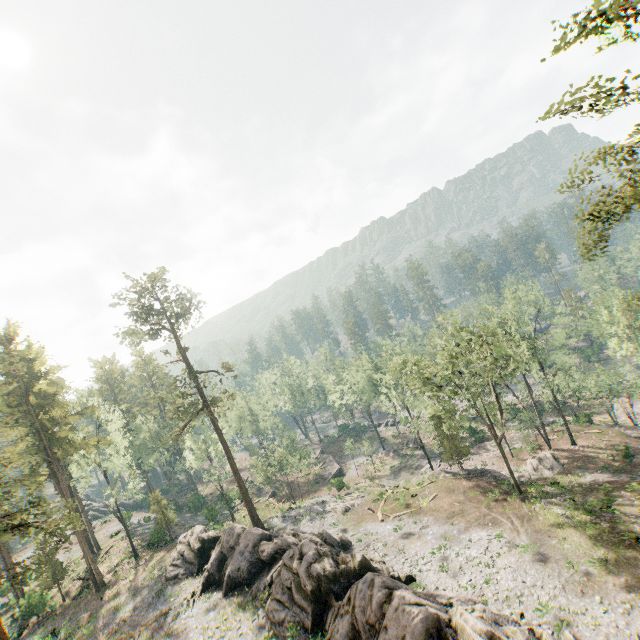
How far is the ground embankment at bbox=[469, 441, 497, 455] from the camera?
46.6m

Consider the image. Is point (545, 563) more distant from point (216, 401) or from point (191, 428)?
point (191, 428)

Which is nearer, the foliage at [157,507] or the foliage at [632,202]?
the foliage at [632,202]

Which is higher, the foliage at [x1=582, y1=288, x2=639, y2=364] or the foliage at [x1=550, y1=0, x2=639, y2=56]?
the foliage at [x1=550, y1=0, x2=639, y2=56]

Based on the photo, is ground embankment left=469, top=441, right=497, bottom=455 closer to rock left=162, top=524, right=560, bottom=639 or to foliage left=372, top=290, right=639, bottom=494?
foliage left=372, top=290, right=639, bottom=494

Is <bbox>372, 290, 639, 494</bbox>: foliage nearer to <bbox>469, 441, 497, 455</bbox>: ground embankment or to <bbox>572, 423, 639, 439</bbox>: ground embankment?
<bbox>572, 423, 639, 439</bbox>: ground embankment
